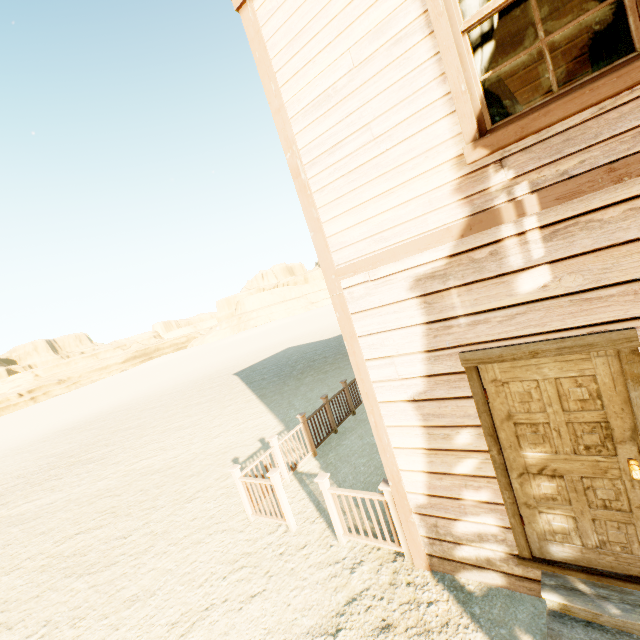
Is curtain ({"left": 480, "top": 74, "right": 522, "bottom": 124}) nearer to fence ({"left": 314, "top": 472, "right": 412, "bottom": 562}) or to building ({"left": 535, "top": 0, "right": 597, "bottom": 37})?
building ({"left": 535, "top": 0, "right": 597, "bottom": 37})

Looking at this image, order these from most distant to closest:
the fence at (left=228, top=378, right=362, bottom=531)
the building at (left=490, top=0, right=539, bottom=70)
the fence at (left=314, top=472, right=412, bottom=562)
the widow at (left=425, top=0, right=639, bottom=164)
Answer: the fence at (left=228, top=378, right=362, bottom=531)
the building at (left=490, top=0, right=539, bottom=70)
the fence at (left=314, top=472, right=412, bottom=562)
the widow at (left=425, top=0, right=639, bottom=164)

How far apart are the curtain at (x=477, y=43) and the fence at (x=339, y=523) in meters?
3.7

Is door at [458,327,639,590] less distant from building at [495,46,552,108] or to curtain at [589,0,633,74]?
building at [495,46,552,108]

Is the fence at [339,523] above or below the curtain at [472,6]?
below

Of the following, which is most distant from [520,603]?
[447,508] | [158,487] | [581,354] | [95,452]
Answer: [95,452]

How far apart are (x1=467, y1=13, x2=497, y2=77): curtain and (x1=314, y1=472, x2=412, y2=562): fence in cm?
373
